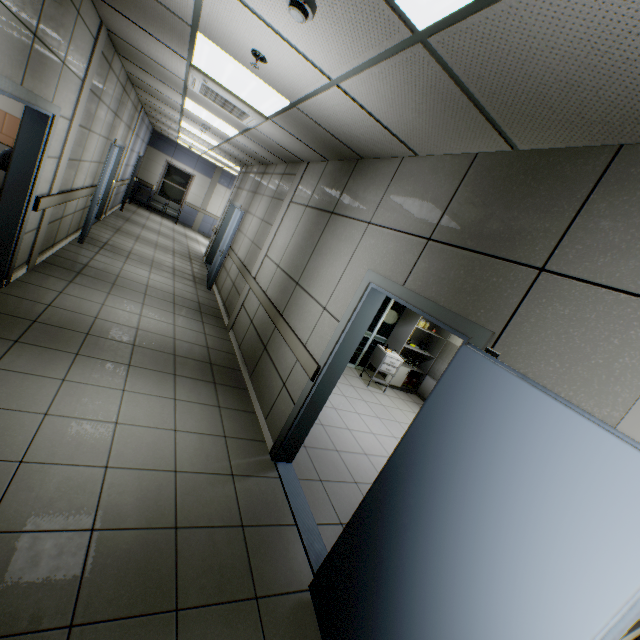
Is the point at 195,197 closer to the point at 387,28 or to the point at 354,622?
the point at 387,28

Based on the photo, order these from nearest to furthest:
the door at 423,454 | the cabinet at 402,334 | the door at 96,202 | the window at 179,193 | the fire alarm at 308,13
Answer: the door at 423,454 < the fire alarm at 308,13 < the door at 96,202 < the cabinet at 402,334 < the window at 179,193

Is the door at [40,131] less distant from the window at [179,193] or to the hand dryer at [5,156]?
the hand dryer at [5,156]

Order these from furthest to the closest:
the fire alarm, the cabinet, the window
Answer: the window
the cabinet
the fire alarm

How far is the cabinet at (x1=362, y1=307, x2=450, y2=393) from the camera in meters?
6.9

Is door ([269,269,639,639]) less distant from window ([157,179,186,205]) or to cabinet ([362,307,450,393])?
cabinet ([362,307,450,393])

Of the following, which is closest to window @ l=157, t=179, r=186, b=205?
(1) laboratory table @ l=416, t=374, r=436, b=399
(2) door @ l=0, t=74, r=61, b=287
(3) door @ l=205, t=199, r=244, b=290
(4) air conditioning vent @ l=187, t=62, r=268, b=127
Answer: (3) door @ l=205, t=199, r=244, b=290

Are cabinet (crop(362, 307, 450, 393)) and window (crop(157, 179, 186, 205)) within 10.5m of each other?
no
